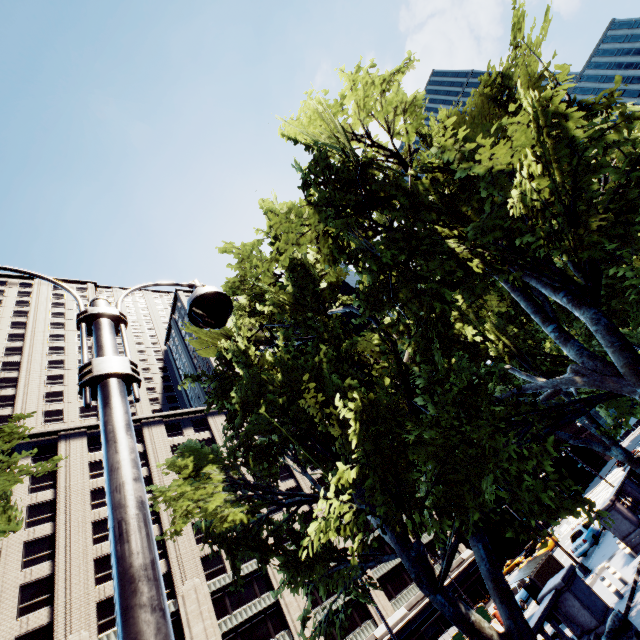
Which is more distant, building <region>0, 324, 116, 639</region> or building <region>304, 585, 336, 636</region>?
building <region>304, 585, 336, 636</region>

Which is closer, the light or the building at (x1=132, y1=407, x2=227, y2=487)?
the light

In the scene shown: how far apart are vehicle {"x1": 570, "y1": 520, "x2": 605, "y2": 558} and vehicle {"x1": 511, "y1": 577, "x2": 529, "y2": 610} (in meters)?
6.16

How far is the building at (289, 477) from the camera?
50.2 meters

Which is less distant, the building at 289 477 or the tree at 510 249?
the tree at 510 249

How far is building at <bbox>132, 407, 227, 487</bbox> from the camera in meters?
44.5

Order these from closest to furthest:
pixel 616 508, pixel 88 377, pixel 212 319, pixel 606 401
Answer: pixel 88 377, pixel 212 319, pixel 616 508, pixel 606 401
